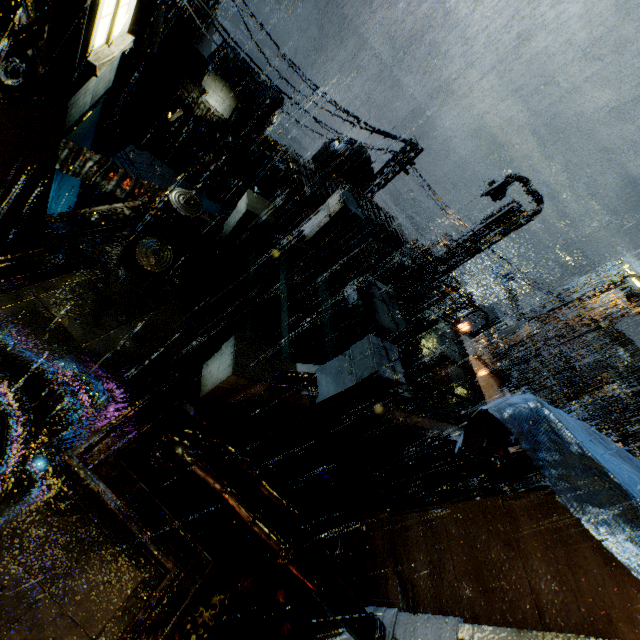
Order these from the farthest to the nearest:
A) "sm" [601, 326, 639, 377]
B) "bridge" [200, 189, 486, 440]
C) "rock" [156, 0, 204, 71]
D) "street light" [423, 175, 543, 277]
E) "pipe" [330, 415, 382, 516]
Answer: "rock" [156, 0, 204, 71] < "sm" [601, 326, 639, 377] < "street light" [423, 175, 543, 277] < "pipe" [330, 415, 382, 516] < "bridge" [200, 189, 486, 440]

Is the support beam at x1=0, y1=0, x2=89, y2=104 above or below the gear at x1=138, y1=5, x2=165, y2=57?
above

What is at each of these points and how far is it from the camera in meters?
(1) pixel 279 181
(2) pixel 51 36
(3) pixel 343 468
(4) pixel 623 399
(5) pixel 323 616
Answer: (1) building, 17.1 m
(2) support beam, 3.4 m
(3) pipe, 8.1 m
(4) building, 27.1 m
(5) building, 6.3 m

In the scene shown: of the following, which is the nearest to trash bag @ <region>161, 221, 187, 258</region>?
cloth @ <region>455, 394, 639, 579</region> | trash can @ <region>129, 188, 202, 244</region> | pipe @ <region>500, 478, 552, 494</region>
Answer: trash can @ <region>129, 188, 202, 244</region>

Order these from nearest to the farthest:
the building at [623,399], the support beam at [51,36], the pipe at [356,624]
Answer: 1. the support beam at [51,36]
2. the pipe at [356,624]
3. the building at [623,399]

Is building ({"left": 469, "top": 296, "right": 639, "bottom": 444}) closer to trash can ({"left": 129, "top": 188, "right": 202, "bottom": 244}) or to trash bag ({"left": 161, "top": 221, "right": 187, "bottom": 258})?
trash can ({"left": 129, "top": 188, "right": 202, "bottom": 244})

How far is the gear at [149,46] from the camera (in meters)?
40.22

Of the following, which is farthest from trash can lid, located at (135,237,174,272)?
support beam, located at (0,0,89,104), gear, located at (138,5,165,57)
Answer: gear, located at (138,5,165,57)
